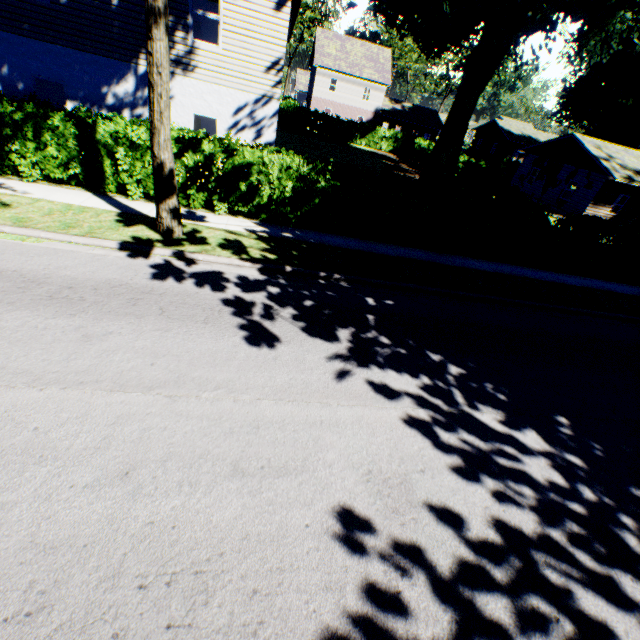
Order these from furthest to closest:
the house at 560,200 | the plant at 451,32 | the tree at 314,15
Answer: the tree at 314,15 < the house at 560,200 < the plant at 451,32

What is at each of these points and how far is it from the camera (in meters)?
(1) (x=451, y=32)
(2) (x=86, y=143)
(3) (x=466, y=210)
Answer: (1) plant, 19.53
(2) hedge, 9.34
(3) hedge, 11.45

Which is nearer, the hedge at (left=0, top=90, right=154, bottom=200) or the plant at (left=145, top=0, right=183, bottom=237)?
the plant at (left=145, top=0, right=183, bottom=237)

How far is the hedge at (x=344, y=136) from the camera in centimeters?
3547cm

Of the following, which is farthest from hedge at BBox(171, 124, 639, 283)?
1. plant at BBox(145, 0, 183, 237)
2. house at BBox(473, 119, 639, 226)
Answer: house at BBox(473, 119, 639, 226)

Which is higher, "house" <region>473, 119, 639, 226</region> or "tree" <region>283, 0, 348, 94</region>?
"tree" <region>283, 0, 348, 94</region>

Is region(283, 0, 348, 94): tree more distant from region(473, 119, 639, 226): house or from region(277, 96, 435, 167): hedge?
region(473, 119, 639, 226): house

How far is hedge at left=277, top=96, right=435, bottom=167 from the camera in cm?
3547
